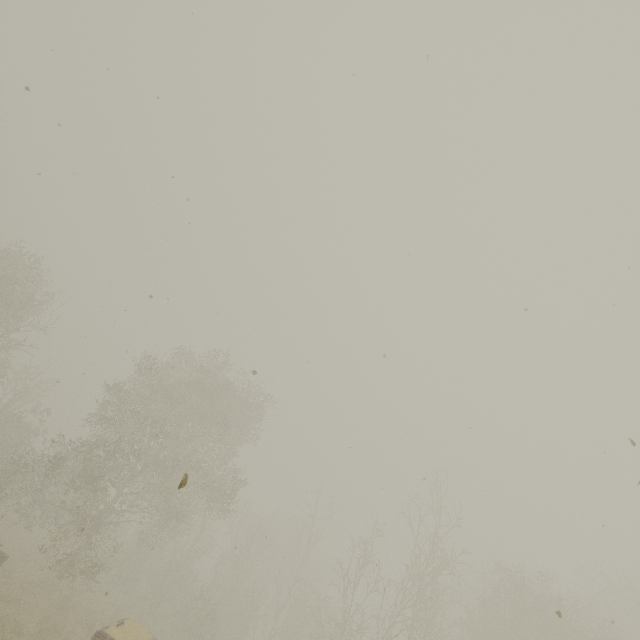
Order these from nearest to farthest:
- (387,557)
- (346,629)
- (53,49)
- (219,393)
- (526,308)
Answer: (526,308)
(53,49)
(387,557)
(346,629)
(219,393)
